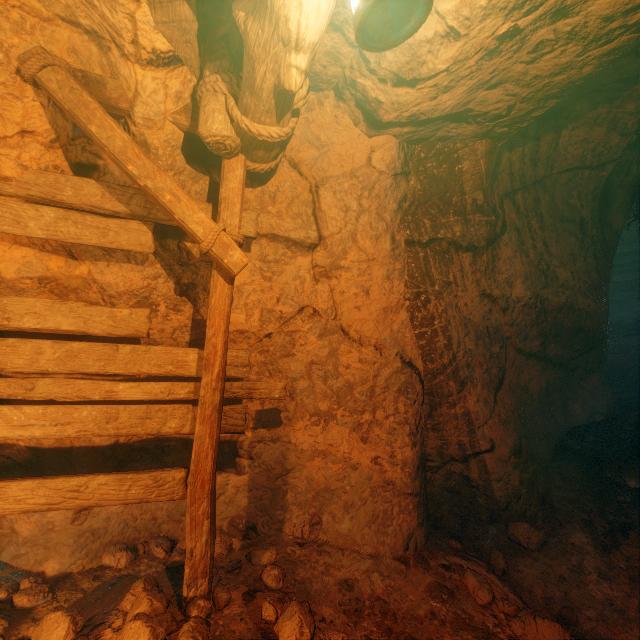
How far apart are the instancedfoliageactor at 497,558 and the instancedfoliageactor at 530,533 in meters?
0.2

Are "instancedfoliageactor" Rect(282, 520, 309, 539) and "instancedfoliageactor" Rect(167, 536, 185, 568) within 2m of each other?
yes

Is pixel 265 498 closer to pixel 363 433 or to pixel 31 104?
pixel 363 433

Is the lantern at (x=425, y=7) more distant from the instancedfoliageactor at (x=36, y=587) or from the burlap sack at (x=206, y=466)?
the instancedfoliageactor at (x=36, y=587)

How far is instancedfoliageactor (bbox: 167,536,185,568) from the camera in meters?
3.0 m

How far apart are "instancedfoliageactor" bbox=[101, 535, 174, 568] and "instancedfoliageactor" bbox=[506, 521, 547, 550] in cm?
287

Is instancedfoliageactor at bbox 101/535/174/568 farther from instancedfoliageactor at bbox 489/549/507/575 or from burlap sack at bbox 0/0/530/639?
instancedfoliageactor at bbox 489/549/507/575

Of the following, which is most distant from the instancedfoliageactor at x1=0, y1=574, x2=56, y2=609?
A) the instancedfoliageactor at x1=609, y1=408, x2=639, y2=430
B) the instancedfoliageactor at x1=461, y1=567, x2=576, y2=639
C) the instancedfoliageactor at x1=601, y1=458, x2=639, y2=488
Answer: the instancedfoliageactor at x1=609, y1=408, x2=639, y2=430
